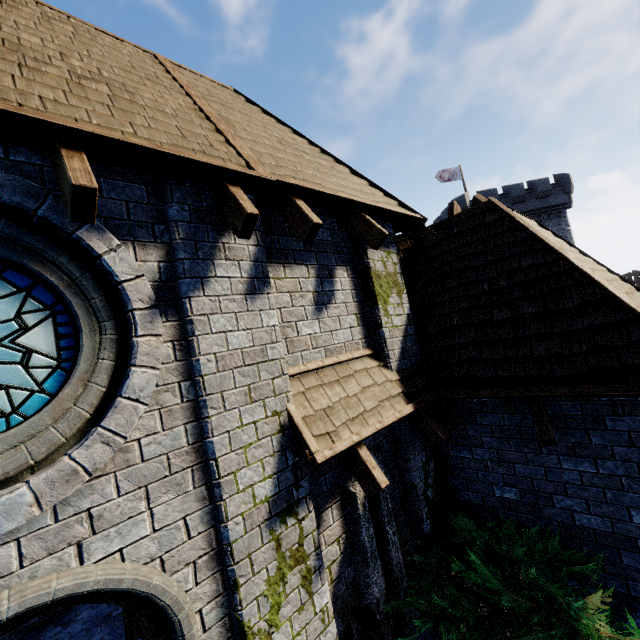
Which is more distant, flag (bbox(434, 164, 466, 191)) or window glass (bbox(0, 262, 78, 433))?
flag (bbox(434, 164, 466, 191))

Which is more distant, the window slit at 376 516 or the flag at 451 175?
the flag at 451 175

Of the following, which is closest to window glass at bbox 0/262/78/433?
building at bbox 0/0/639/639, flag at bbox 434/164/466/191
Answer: building at bbox 0/0/639/639

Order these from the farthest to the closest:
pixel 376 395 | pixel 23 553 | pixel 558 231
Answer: pixel 558 231, pixel 376 395, pixel 23 553

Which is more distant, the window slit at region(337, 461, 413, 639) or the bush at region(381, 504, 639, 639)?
the window slit at region(337, 461, 413, 639)

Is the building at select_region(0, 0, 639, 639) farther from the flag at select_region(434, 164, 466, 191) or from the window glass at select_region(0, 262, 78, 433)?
the flag at select_region(434, 164, 466, 191)

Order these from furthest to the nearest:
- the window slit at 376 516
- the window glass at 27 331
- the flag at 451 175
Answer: the flag at 451 175 < the window slit at 376 516 < the window glass at 27 331

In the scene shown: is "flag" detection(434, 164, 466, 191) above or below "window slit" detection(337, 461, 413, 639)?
above
